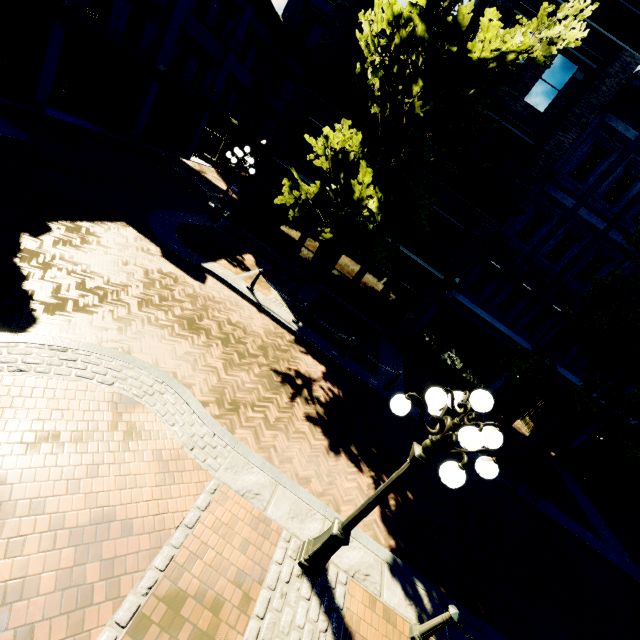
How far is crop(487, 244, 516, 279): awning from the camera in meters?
14.1 m

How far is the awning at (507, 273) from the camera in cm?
1408

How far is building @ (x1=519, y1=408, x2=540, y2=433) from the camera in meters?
17.1

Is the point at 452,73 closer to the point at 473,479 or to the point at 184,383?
the point at 184,383

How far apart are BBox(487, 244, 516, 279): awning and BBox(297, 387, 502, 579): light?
11.8 meters

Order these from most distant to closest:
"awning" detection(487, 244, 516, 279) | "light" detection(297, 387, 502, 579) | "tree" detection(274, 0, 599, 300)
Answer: "awning" detection(487, 244, 516, 279), "tree" detection(274, 0, 599, 300), "light" detection(297, 387, 502, 579)

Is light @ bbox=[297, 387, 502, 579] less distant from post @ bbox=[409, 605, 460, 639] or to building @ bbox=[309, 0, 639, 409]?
post @ bbox=[409, 605, 460, 639]

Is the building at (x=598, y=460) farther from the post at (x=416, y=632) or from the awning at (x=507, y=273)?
the post at (x=416, y=632)
